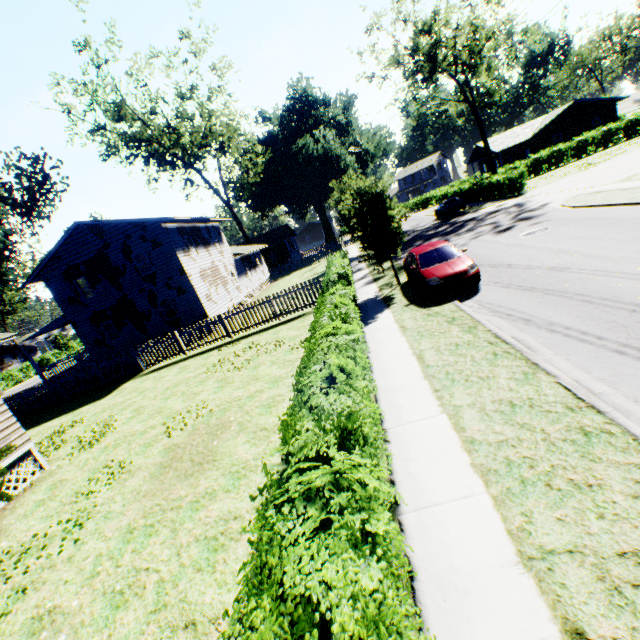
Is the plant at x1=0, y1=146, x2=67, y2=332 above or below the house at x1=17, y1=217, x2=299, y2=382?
above

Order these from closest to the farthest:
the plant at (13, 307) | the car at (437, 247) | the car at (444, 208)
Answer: the car at (437, 247), the plant at (13, 307), the car at (444, 208)

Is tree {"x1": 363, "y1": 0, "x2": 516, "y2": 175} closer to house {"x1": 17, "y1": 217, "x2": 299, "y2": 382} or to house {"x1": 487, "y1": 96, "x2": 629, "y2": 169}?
house {"x1": 487, "y1": 96, "x2": 629, "y2": 169}

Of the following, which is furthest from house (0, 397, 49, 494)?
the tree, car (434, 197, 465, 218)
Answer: the tree

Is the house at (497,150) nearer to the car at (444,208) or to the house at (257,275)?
the car at (444,208)

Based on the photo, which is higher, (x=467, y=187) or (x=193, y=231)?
(x=193, y=231)

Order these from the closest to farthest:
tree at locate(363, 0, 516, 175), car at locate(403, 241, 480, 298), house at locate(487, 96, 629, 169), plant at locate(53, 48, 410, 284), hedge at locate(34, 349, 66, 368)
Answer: car at locate(403, 241, 480, 298), plant at locate(53, 48, 410, 284), tree at locate(363, 0, 516, 175), house at locate(487, 96, 629, 169), hedge at locate(34, 349, 66, 368)

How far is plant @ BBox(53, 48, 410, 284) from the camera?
14.38m
